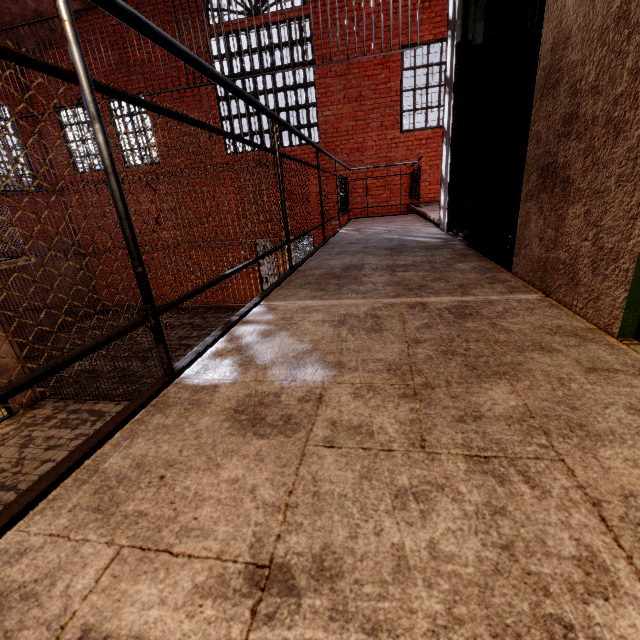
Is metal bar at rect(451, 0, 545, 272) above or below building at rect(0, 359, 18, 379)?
above

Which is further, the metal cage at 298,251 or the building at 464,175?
the metal cage at 298,251

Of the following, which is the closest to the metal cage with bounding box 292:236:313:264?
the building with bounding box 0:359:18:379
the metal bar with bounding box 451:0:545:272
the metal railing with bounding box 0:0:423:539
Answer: the metal railing with bounding box 0:0:423:539

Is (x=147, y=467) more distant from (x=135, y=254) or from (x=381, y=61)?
(x=381, y=61)

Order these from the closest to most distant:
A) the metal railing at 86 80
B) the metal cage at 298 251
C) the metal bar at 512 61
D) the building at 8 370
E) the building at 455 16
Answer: the metal railing at 86 80 < the metal bar at 512 61 < the building at 455 16 < the building at 8 370 < the metal cage at 298 251

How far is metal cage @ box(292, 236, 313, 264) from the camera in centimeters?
1672cm

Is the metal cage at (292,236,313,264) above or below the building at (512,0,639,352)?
below

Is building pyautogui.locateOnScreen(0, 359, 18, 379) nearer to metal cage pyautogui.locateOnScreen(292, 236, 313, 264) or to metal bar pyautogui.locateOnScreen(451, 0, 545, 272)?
metal bar pyautogui.locateOnScreen(451, 0, 545, 272)
